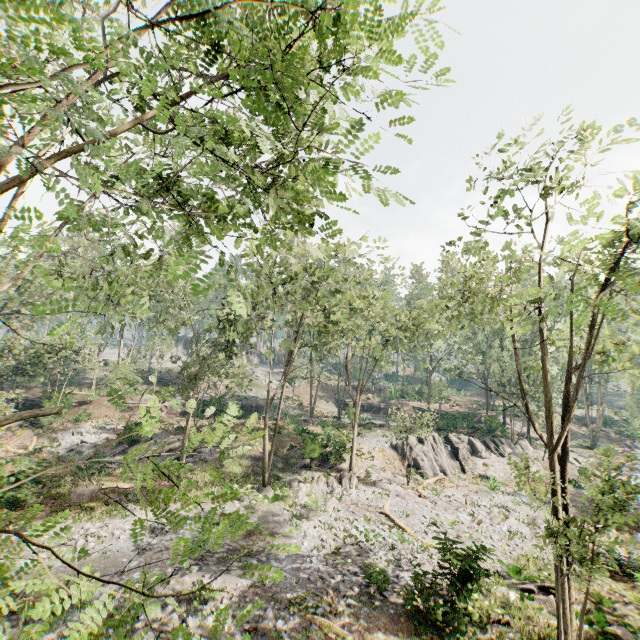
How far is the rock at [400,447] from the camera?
32.3 meters

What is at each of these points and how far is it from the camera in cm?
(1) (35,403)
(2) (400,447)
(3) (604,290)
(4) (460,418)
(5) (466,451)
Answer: (1) ground embankment, 3403
(2) rock, 3338
(3) foliage, 975
(4) ground embankment, 4003
(5) rock, 3516

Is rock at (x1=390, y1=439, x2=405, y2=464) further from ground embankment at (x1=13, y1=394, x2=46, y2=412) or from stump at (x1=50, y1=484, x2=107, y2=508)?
ground embankment at (x1=13, y1=394, x2=46, y2=412)

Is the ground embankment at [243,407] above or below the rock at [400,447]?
above

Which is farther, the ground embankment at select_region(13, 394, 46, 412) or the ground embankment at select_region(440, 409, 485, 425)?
the ground embankment at select_region(440, 409, 485, 425)

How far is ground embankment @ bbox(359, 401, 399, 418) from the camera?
51.97m

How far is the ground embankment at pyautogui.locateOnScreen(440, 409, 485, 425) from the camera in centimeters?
4024cm

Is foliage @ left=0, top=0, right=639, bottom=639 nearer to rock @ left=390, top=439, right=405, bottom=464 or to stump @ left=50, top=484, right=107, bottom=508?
rock @ left=390, top=439, right=405, bottom=464
